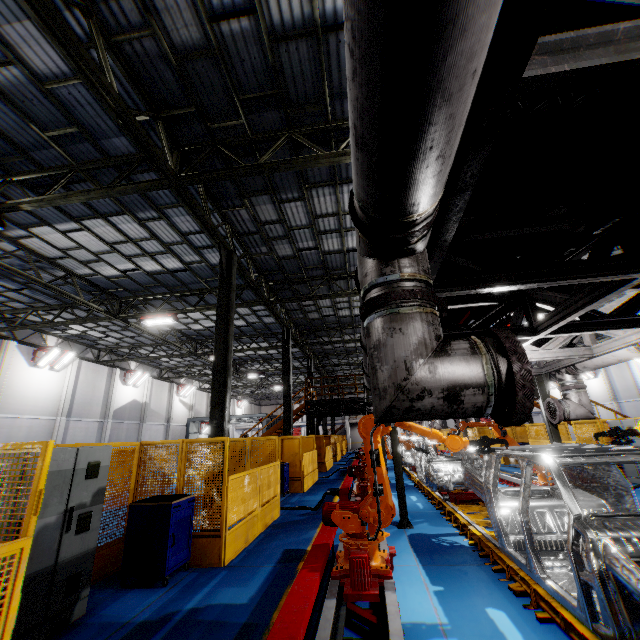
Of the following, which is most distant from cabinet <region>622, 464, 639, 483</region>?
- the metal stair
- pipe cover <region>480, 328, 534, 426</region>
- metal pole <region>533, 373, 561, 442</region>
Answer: the metal stair

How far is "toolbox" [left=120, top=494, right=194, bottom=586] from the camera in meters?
5.3

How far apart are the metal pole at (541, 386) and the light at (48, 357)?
23.5m

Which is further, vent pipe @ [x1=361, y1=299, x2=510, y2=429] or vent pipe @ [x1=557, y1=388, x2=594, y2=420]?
vent pipe @ [x1=557, y1=388, x2=594, y2=420]

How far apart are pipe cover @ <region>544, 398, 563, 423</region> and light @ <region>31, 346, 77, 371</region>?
24.09m

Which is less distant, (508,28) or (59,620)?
(508,28)

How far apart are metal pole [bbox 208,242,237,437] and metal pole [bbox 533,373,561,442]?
7.8m

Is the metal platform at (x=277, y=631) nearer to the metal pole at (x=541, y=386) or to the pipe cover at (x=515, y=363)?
the pipe cover at (x=515, y=363)
